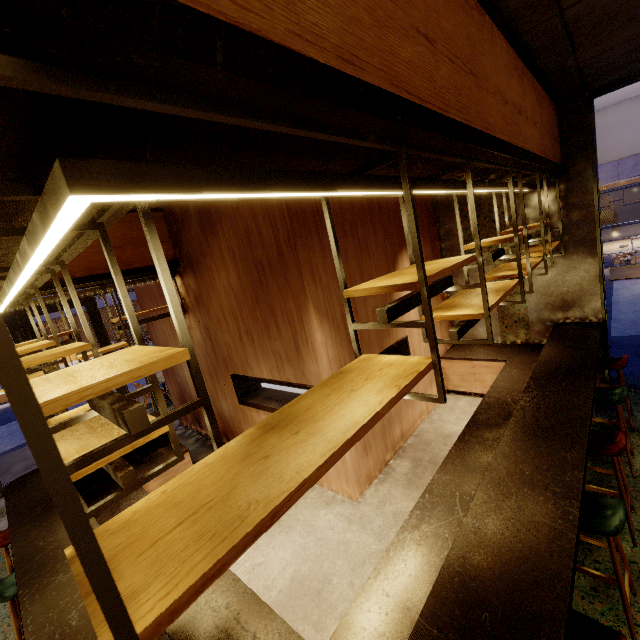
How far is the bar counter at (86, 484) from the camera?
4.2m

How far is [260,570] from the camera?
3.6m

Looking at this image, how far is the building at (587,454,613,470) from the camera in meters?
3.9

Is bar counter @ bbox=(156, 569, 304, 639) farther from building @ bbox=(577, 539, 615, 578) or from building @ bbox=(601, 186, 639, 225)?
building @ bbox=(601, 186, 639, 225)

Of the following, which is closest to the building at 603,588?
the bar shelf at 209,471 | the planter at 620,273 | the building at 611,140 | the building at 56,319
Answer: the bar shelf at 209,471

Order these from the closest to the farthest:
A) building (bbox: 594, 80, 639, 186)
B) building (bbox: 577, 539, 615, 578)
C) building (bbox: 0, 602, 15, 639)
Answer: building (bbox: 577, 539, 615, 578), building (bbox: 0, 602, 15, 639), building (bbox: 594, 80, 639, 186)
